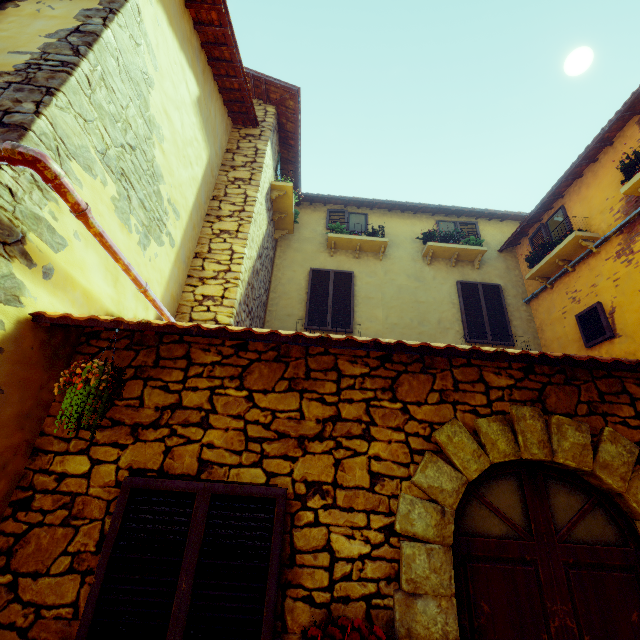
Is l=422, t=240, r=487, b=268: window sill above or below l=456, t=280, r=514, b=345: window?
above

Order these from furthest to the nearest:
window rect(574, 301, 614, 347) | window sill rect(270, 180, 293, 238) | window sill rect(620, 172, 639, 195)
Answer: window sill rect(270, 180, 293, 238), window rect(574, 301, 614, 347), window sill rect(620, 172, 639, 195)

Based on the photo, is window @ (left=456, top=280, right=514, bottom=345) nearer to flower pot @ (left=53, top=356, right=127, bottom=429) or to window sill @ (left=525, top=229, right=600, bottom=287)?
window sill @ (left=525, top=229, right=600, bottom=287)

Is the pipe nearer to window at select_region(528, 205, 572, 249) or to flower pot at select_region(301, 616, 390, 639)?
window at select_region(528, 205, 572, 249)

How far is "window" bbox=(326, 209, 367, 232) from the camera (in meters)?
8.67

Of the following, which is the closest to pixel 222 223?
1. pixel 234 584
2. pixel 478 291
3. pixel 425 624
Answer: pixel 234 584

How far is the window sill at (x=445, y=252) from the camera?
8.0 meters

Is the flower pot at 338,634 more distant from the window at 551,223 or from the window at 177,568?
the window at 551,223
